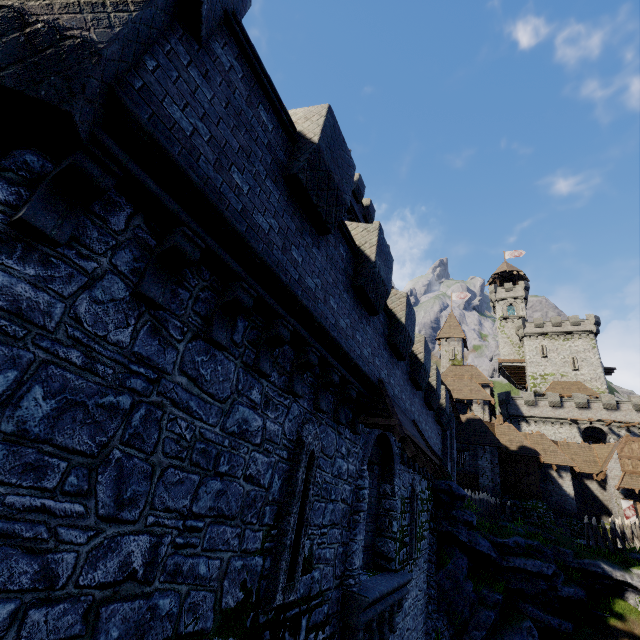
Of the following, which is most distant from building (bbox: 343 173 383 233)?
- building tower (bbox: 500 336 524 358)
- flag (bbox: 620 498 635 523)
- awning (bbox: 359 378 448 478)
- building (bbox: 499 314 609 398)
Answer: building tower (bbox: 500 336 524 358)

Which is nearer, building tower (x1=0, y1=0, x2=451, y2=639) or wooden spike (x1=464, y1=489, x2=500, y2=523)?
building tower (x1=0, y1=0, x2=451, y2=639)

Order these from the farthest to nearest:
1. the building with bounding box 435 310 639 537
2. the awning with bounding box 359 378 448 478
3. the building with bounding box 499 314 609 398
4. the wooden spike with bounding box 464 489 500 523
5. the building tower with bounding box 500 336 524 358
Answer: the building tower with bounding box 500 336 524 358 → the building with bounding box 499 314 609 398 → the building with bounding box 435 310 639 537 → the wooden spike with bounding box 464 489 500 523 → the awning with bounding box 359 378 448 478

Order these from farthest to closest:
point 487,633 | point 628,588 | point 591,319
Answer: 1. point 591,319
2. point 628,588
3. point 487,633

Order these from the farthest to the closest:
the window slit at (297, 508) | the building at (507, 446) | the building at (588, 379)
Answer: the building at (588, 379) < the building at (507, 446) < the window slit at (297, 508)

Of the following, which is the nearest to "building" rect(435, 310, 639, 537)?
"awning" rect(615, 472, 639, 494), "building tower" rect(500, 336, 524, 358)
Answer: "awning" rect(615, 472, 639, 494)

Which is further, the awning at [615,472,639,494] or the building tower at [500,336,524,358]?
the building tower at [500,336,524,358]

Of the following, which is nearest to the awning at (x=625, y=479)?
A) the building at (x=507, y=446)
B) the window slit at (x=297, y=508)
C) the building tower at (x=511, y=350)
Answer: the building at (x=507, y=446)
